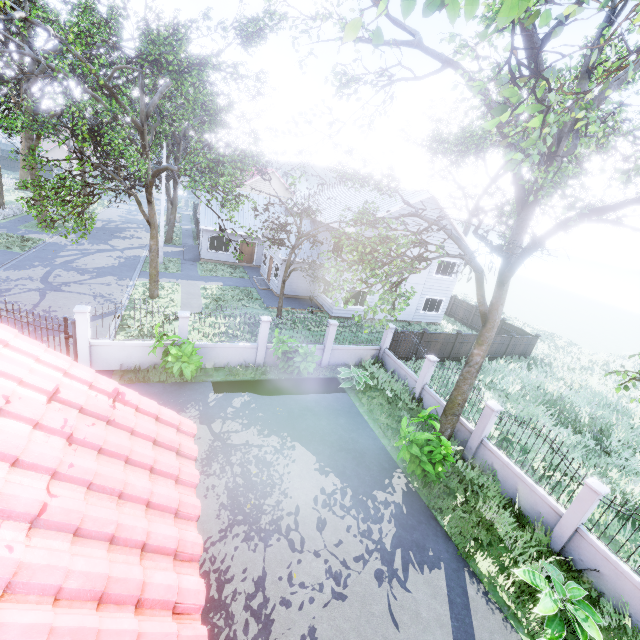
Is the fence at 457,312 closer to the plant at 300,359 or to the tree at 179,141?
the tree at 179,141

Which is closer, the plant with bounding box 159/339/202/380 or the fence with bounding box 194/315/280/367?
the plant with bounding box 159/339/202/380

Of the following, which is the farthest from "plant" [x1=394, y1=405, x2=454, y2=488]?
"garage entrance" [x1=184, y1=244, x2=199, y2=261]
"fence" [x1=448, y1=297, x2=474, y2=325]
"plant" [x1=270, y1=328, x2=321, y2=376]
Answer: "fence" [x1=448, y1=297, x2=474, y2=325]

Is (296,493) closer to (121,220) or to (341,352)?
(341,352)

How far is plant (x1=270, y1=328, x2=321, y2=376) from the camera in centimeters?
1338cm

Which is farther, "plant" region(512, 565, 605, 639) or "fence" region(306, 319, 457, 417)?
"fence" region(306, 319, 457, 417)

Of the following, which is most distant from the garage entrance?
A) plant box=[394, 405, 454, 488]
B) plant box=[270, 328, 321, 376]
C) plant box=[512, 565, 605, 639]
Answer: plant box=[512, 565, 605, 639]

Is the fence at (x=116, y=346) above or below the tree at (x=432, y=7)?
below
